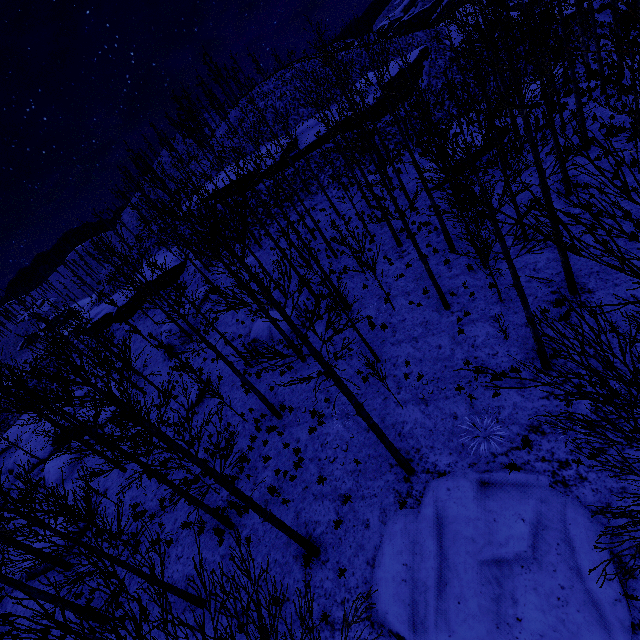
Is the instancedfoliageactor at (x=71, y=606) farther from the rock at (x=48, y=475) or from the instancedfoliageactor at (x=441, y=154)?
the rock at (x=48, y=475)

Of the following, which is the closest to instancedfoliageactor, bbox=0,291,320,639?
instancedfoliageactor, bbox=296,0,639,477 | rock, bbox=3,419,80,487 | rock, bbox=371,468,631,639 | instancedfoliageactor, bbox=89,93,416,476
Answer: rock, bbox=371,468,631,639

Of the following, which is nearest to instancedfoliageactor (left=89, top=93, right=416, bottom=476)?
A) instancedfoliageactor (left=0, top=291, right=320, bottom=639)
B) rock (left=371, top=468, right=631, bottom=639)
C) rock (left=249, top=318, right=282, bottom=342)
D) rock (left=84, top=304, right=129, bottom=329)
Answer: rock (left=249, top=318, right=282, bottom=342)

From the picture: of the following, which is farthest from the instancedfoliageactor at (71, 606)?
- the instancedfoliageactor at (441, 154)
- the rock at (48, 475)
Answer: the rock at (48, 475)

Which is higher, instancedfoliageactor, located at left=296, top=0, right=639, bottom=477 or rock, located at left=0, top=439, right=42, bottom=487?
instancedfoliageactor, located at left=296, top=0, right=639, bottom=477

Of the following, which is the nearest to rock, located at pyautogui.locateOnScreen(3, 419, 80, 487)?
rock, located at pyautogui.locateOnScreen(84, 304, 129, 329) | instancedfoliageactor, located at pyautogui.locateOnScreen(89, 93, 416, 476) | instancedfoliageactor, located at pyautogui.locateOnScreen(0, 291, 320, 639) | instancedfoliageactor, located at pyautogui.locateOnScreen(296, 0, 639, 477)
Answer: rock, located at pyautogui.locateOnScreen(84, 304, 129, 329)

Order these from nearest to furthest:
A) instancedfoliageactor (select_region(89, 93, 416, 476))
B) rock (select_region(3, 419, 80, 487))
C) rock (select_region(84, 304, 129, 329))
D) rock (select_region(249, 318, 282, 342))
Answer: instancedfoliageactor (select_region(89, 93, 416, 476)) → rock (select_region(249, 318, 282, 342)) → rock (select_region(3, 419, 80, 487)) → rock (select_region(84, 304, 129, 329))

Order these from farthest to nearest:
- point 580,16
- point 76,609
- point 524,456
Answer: point 580,16 < point 524,456 < point 76,609
